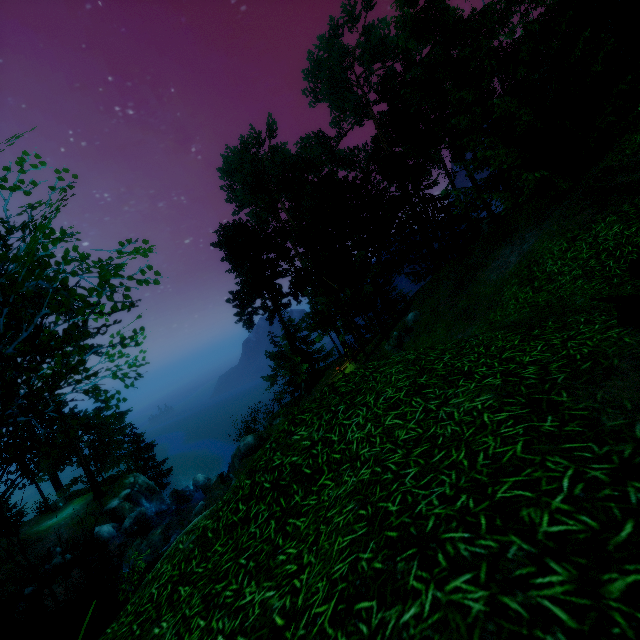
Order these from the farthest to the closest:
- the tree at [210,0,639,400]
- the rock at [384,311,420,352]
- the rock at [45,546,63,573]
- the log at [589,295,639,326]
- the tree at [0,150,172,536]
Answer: the rock at [45,546,63,573]
the rock at [384,311,420,352]
the tree at [210,0,639,400]
the log at [589,295,639,326]
the tree at [0,150,172,536]

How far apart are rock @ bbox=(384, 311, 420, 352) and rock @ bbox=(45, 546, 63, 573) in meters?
24.7 m

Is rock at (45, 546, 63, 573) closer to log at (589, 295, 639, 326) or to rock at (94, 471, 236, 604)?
rock at (94, 471, 236, 604)

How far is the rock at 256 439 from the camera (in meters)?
19.81

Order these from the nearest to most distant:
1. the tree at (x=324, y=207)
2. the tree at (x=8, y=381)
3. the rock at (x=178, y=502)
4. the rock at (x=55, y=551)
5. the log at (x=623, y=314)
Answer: the tree at (x=8, y=381), the log at (x=623, y=314), the tree at (x=324, y=207), the rock at (x=178, y=502), the rock at (x=55, y=551)

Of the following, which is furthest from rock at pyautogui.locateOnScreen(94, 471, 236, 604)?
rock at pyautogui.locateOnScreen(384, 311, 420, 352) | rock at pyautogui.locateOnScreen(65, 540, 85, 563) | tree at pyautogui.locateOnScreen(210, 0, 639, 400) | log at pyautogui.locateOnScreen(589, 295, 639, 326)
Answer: log at pyautogui.locateOnScreen(589, 295, 639, 326)

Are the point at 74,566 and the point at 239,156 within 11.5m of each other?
no

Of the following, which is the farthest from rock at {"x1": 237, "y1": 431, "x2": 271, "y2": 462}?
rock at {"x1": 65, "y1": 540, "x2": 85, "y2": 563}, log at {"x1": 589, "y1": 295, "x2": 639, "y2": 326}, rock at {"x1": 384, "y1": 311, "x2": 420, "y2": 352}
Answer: log at {"x1": 589, "y1": 295, "x2": 639, "y2": 326}
